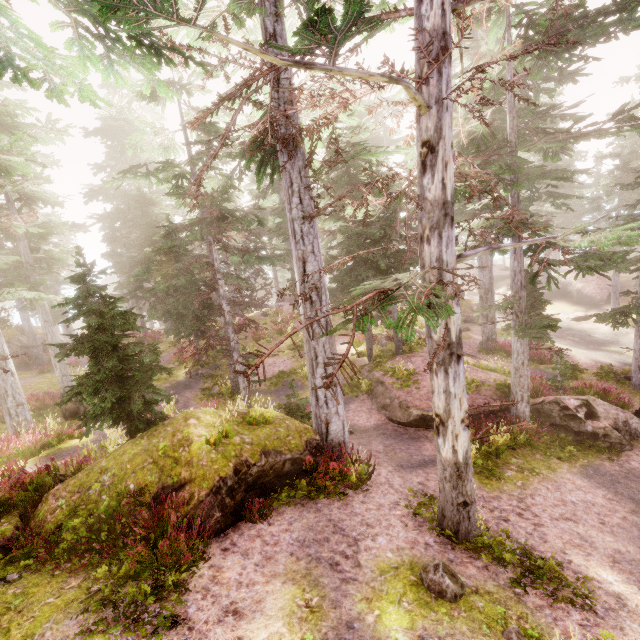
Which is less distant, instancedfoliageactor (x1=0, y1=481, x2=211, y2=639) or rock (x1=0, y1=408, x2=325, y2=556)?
instancedfoliageactor (x1=0, y1=481, x2=211, y2=639)

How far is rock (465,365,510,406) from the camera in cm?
1278

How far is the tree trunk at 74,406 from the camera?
15.7 meters

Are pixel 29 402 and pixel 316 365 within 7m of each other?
no

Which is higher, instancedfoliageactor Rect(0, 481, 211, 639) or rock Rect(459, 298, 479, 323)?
instancedfoliageactor Rect(0, 481, 211, 639)

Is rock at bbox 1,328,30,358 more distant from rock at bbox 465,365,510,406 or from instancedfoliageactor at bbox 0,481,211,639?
rock at bbox 465,365,510,406

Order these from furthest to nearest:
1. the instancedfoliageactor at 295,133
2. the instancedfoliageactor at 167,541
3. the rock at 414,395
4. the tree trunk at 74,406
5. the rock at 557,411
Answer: the tree trunk at 74,406
the rock at 414,395
the rock at 557,411
the instancedfoliageactor at 295,133
the instancedfoliageactor at 167,541
